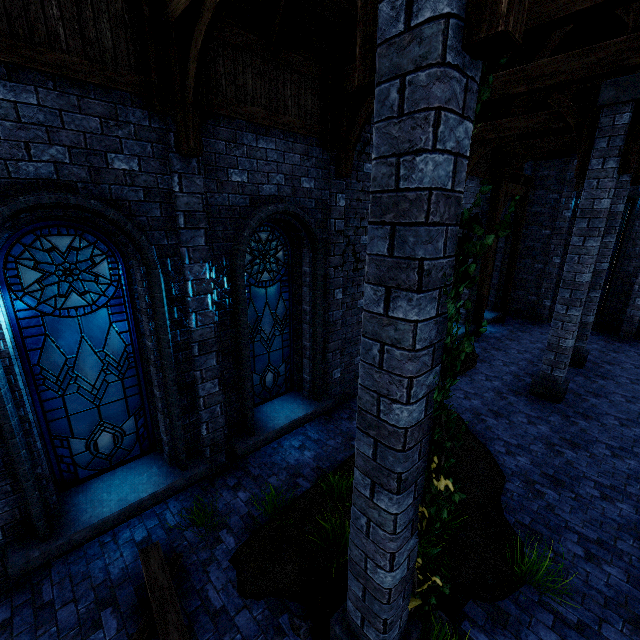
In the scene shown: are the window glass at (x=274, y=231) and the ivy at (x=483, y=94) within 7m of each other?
yes

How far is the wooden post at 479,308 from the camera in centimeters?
1246cm

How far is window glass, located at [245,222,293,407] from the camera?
6.0 meters

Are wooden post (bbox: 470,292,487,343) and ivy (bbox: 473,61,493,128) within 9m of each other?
no

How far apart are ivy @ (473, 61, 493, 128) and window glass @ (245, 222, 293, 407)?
3.4m

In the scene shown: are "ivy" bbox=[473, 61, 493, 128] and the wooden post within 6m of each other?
no

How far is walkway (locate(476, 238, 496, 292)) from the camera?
11.9 meters

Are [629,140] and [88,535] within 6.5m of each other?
no
